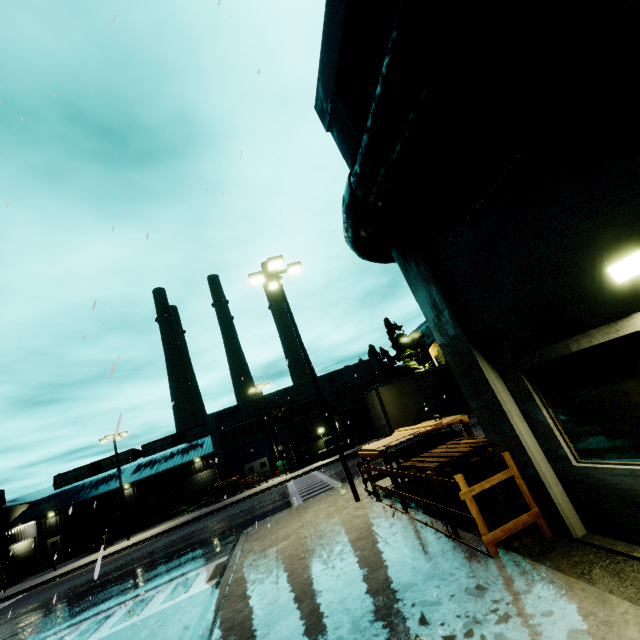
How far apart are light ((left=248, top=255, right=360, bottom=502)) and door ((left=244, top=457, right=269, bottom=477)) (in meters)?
32.34

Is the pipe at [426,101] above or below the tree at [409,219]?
above

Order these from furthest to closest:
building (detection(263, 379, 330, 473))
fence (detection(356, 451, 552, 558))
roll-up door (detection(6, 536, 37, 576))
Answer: roll-up door (detection(6, 536, 37, 576)), building (detection(263, 379, 330, 473)), fence (detection(356, 451, 552, 558))

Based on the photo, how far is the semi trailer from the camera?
17.8m

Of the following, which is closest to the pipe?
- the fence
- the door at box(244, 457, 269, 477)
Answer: the fence

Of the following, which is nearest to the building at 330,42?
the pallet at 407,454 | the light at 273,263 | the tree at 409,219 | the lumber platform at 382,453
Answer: the tree at 409,219

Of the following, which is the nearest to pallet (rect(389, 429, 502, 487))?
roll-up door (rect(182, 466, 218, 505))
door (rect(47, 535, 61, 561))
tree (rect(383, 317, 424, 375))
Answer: roll-up door (rect(182, 466, 218, 505))

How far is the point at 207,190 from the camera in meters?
6.5
